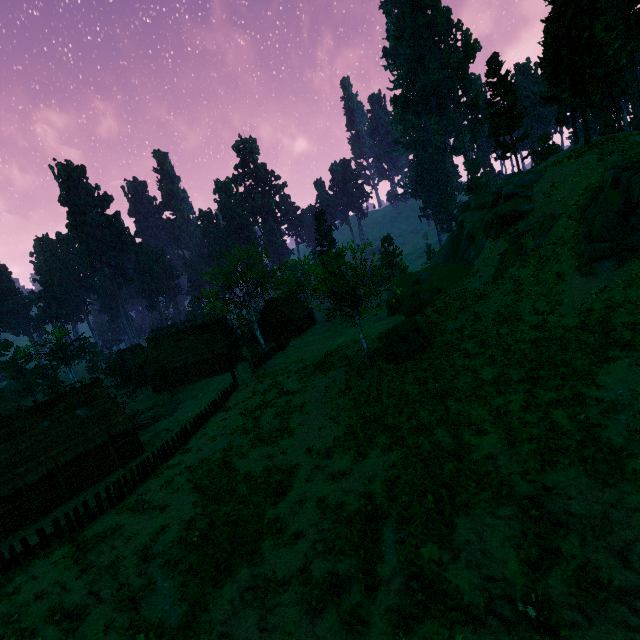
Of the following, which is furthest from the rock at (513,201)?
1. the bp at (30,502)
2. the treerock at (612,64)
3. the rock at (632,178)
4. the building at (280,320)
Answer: the bp at (30,502)

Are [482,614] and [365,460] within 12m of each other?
yes

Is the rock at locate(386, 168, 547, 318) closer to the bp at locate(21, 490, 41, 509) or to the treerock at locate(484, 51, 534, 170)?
the treerock at locate(484, 51, 534, 170)

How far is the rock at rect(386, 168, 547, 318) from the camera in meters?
28.7

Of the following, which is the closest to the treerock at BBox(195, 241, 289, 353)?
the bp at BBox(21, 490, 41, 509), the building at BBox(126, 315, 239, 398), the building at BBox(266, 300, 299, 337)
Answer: the building at BBox(126, 315, 239, 398)

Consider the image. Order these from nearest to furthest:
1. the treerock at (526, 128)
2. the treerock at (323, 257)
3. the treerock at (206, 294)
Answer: the treerock at (323, 257) < the treerock at (526, 128) < the treerock at (206, 294)

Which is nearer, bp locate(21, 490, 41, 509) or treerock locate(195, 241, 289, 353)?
bp locate(21, 490, 41, 509)

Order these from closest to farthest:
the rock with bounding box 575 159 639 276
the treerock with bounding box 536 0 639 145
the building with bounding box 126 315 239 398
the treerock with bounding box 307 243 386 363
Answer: the rock with bounding box 575 159 639 276 < the treerock with bounding box 307 243 386 363 < the treerock with bounding box 536 0 639 145 < the building with bounding box 126 315 239 398
